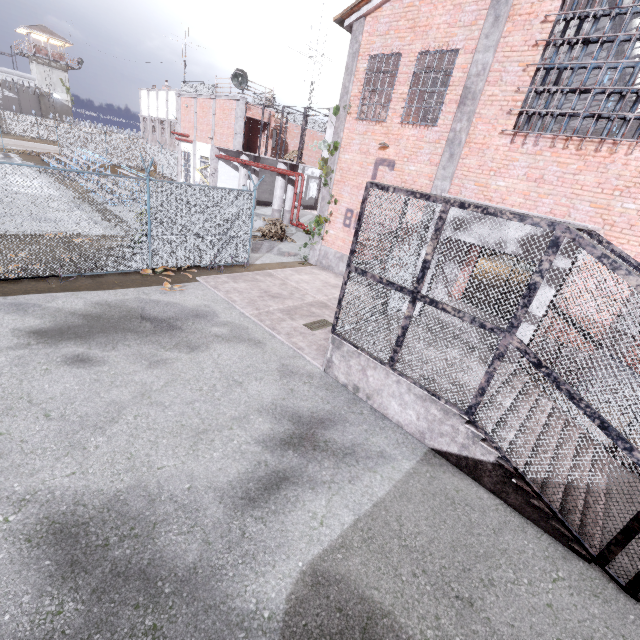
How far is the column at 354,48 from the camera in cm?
1152

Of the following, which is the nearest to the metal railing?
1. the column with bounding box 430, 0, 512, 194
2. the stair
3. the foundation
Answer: the foundation

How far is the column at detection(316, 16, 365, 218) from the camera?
11.52m

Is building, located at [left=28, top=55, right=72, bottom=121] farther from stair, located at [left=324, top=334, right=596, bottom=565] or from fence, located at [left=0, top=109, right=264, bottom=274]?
stair, located at [left=324, top=334, right=596, bottom=565]

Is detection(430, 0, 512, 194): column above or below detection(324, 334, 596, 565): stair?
above

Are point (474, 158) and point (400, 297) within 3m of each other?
no

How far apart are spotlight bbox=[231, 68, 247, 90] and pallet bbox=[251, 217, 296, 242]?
9.9 meters

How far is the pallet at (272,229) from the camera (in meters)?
17.52
